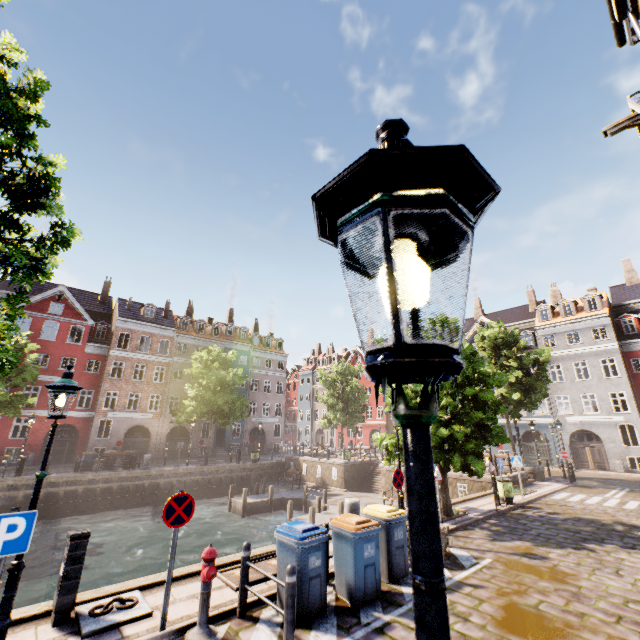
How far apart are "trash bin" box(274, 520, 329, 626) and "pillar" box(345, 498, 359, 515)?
3.0 meters

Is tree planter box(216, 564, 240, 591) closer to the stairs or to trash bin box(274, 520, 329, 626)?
trash bin box(274, 520, 329, 626)

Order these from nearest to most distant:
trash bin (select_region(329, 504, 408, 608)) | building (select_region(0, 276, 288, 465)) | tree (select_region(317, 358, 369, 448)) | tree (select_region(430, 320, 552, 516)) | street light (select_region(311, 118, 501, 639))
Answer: street light (select_region(311, 118, 501, 639))
trash bin (select_region(329, 504, 408, 608))
tree (select_region(430, 320, 552, 516))
building (select_region(0, 276, 288, 465))
tree (select_region(317, 358, 369, 448))

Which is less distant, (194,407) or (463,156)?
(463,156)

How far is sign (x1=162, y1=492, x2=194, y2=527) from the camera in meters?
5.4 m

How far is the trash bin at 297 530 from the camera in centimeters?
553cm

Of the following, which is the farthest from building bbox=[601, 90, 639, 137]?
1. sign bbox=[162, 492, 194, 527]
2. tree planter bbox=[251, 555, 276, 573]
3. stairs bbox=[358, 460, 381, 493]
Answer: sign bbox=[162, 492, 194, 527]

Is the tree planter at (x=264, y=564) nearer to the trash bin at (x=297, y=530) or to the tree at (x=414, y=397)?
the trash bin at (x=297, y=530)
